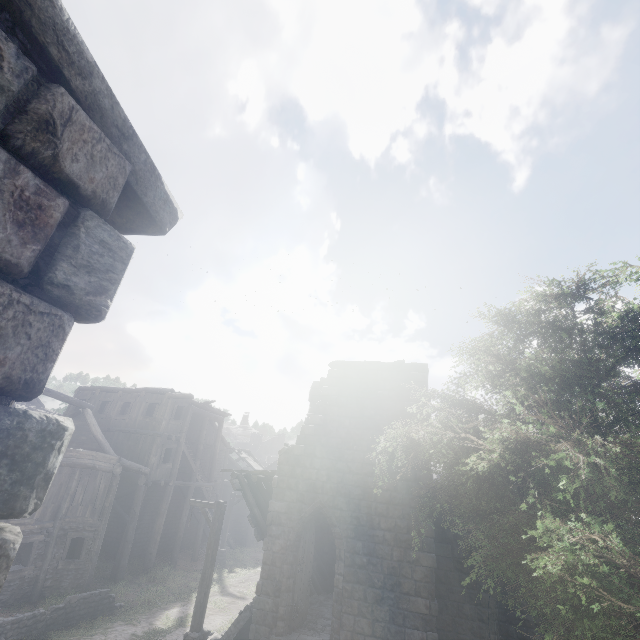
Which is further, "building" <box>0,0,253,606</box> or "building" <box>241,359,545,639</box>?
"building" <box>241,359,545,639</box>

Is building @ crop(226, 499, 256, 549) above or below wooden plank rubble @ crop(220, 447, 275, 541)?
below

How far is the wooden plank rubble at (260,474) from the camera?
12.5m

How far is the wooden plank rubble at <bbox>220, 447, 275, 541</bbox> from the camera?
12.5 meters

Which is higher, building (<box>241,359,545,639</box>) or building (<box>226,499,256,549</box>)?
building (<box>241,359,545,639</box>)

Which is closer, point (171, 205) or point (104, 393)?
point (171, 205)

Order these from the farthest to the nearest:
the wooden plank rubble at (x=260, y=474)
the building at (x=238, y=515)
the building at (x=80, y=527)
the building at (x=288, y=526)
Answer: the building at (x=238, y=515), the wooden plank rubble at (x=260, y=474), the building at (x=288, y=526), the building at (x=80, y=527)

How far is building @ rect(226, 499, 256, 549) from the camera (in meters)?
29.88
